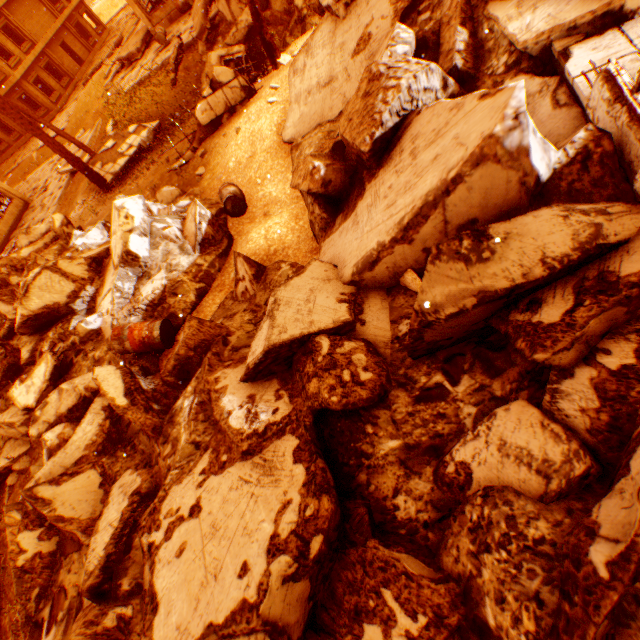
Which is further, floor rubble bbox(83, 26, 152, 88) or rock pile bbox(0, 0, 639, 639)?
floor rubble bbox(83, 26, 152, 88)

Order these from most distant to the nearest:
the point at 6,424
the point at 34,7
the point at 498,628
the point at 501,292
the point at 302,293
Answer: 1. the point at 34,7
2. the point at 6,424
3. the point at 302,293
4. the point at 501,292
5. the point at 498,628

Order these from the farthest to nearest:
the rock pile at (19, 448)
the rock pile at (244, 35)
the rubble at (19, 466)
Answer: the rock pile at (244, 35), the rubble at (19, 466), the rock pile at (19, 448)

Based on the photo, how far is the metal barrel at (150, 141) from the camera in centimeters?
1399cm

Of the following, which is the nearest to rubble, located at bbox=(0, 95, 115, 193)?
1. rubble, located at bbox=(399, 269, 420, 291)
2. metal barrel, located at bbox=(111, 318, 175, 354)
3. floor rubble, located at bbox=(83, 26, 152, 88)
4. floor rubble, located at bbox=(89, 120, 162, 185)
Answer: floor rubble, located at bbox=(89, 120, 162, 185)

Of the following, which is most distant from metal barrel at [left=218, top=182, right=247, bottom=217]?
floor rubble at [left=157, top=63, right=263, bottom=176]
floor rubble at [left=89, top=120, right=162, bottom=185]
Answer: floor rubble at [left=89, top=120, right=162, bottom=185]

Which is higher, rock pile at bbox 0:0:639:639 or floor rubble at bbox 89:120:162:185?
rock pile at bbox 0:0:639:639

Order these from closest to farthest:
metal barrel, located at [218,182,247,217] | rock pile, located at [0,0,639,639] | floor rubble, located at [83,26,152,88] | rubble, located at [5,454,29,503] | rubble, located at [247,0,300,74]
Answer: rock pile, located at [0,0,639,639] < rubble, located at [5,454,29,503] < metal barrel, located at [218,182,247,217] < rubble, located at [247,0,300,74] < floor rubble, located at [83,26,152,88]
